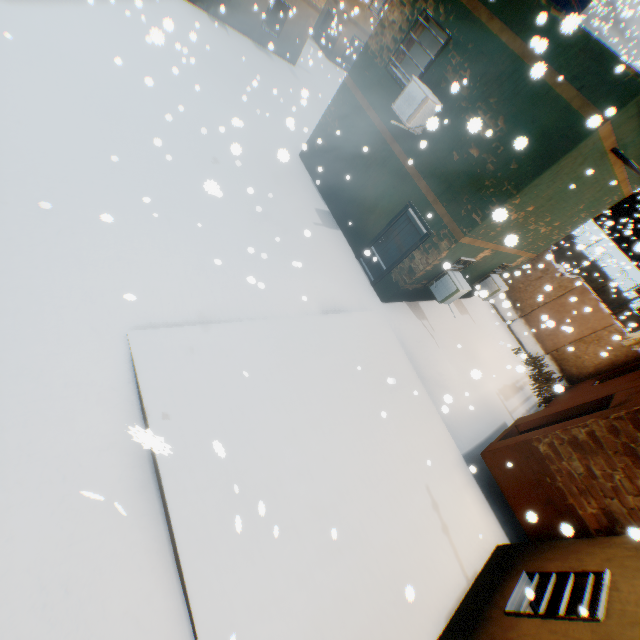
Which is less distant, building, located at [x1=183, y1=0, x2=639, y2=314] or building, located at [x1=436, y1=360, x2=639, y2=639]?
building, located at [x1=436, y1=360, x2=639, y2=639]

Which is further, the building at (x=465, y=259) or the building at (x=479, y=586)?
the building at (x=465, y=259)

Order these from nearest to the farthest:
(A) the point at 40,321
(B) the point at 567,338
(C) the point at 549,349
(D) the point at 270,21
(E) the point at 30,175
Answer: (A) the point at 40,321 < (E) the point at 30,175 < (B) the point at 567,338 < (C) the point at 549,349 < (D) the point at 270,21

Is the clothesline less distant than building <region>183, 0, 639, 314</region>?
No

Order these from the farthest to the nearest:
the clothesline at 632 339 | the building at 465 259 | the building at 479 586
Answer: the clothesline at 632 339
the building at 465 259
the building at 479 586

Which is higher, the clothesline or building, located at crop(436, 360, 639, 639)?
the clothesline

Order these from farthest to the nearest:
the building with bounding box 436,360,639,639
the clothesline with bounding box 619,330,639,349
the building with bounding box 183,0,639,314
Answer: the clothesline with bounding box 619,330,639,349 → the building with bounding box 183,0,639,314 → the building with bounding box 436,360,639,639
